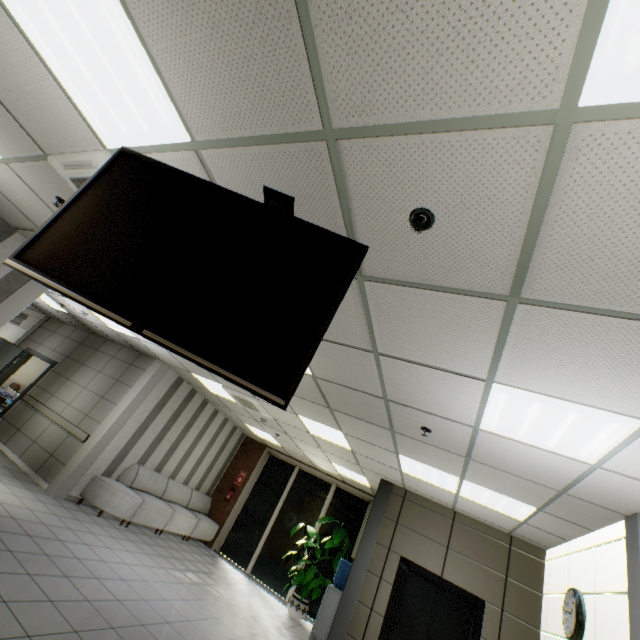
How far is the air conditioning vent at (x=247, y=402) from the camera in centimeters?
680cm

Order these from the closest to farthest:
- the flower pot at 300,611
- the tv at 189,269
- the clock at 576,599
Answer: the tv at 189,269, the clock at 576,599, the flower pot at 300,611

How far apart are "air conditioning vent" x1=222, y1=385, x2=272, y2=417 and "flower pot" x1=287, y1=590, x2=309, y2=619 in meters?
4.3 m

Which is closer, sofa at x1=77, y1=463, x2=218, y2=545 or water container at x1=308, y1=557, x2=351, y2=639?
water container at x1=308, y1=557, x2=351, y2=639

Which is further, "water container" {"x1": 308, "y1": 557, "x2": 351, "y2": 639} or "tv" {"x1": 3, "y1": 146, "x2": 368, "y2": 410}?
"water container" {"x1": 308, "y1": 557, "x2": 351, "y2": 639}

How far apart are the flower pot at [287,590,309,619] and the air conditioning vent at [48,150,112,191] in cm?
850

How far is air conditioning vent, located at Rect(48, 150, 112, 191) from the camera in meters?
2.6

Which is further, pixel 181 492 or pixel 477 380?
pixel 181 492
